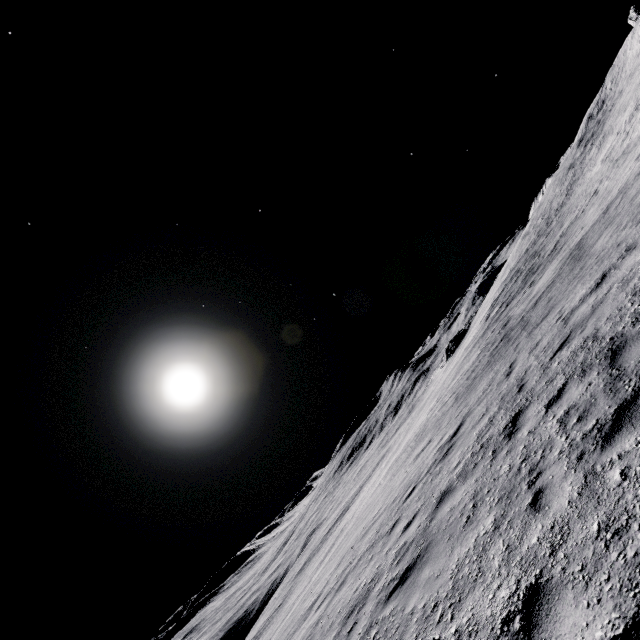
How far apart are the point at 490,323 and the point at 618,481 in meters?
23.9
